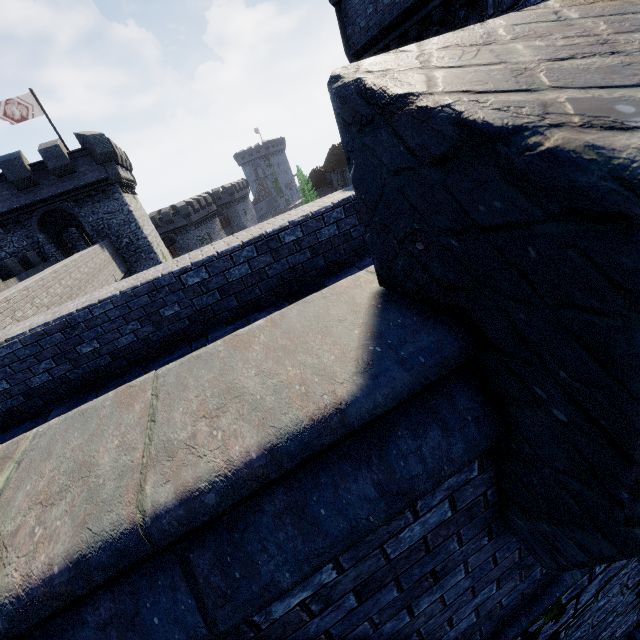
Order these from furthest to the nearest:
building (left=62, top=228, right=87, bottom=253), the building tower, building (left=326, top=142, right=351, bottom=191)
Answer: building (left=326, top=142, right=351, bottom=191), building (left=62, top=228, right=87, bottom=253), the building tower

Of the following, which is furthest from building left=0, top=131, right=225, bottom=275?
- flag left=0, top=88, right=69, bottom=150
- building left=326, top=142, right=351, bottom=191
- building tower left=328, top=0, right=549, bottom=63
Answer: building left=326, top=142, right=351, bottom=191

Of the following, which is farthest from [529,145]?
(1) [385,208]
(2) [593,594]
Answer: (2) [593,594]

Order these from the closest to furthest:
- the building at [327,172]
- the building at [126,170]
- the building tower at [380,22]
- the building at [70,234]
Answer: the building tower at [380,22]
the building at [126,170]
the building at [70,234]
the building at [327,172]

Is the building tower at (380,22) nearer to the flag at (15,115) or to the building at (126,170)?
the building at (126,170)

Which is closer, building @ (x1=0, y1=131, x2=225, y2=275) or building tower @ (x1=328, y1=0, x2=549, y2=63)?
building tower @ (x1=328, y1=0, x2=549, y2=63)

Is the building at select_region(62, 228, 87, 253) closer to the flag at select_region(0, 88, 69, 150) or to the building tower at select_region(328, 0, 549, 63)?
the flag at select_region(0, 88, 69, 150)

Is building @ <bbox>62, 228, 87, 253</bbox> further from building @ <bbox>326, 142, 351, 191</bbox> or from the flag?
building @ <bbox>326, 142, 351, 191</bbox>
